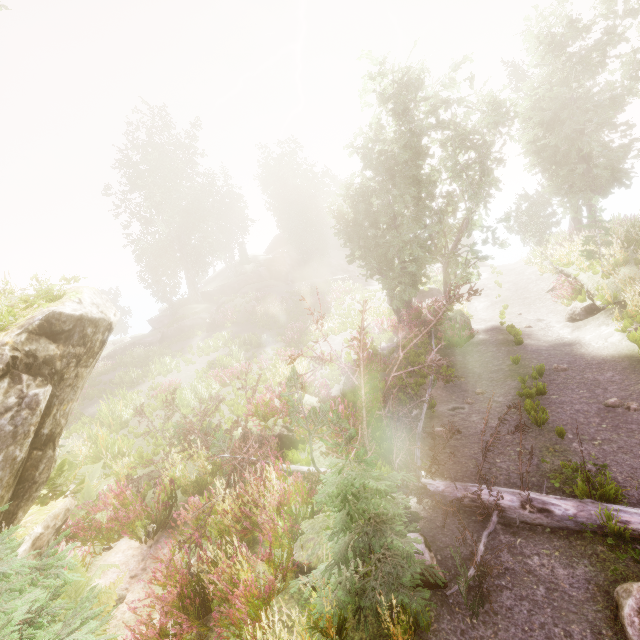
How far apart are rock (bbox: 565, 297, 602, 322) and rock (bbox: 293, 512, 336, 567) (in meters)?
11.99

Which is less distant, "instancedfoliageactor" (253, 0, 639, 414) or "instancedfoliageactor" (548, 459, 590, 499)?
"instancedfoliageactor" (548, 459, 590, 499)

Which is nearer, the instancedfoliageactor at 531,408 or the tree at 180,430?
the tree at 180,430

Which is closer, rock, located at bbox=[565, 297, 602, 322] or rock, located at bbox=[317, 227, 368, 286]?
rock, located at bbox=[565, 297, 602, 322]

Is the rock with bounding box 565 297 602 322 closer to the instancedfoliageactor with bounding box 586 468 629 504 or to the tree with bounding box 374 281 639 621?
the instancedfoliageactor with bounding box 586 468 629 504

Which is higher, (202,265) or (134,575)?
(202,265)

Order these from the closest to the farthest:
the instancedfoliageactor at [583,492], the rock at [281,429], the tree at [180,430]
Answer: the instancedfoliageactor at [583,492]
the tree at [180,430]
the rock at [281,429]

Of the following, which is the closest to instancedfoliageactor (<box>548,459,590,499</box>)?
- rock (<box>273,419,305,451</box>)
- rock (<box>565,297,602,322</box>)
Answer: rock (<box>273,419,305,451</box>)
